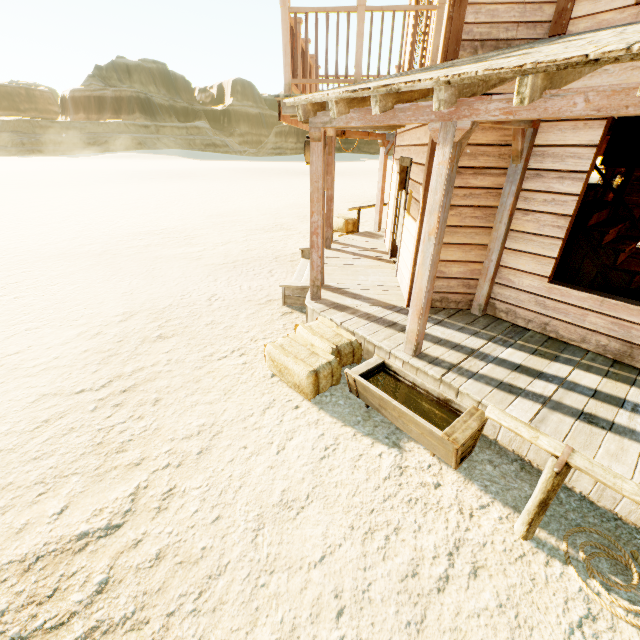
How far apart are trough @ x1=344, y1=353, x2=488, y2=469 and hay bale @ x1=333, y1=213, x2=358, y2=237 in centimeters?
656cm

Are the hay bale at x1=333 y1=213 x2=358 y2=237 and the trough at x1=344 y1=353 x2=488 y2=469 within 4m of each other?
no

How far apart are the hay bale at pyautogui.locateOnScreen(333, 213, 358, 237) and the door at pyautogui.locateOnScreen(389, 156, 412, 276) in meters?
2.5 m

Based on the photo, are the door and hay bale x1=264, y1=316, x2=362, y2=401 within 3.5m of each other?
yes

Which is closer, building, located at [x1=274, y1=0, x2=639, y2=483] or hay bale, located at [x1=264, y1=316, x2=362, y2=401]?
building, located at [x1=274, y1=0, x2=639, y2=483]

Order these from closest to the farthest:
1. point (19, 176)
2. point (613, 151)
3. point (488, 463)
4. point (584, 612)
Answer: point (584, 612) < point (488, 463) < point (613, 151) < point (19, 176)

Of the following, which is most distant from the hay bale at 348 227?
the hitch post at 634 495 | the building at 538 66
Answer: the hitch post at 634 495

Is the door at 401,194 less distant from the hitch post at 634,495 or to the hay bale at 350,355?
the hay bale at 350,355
